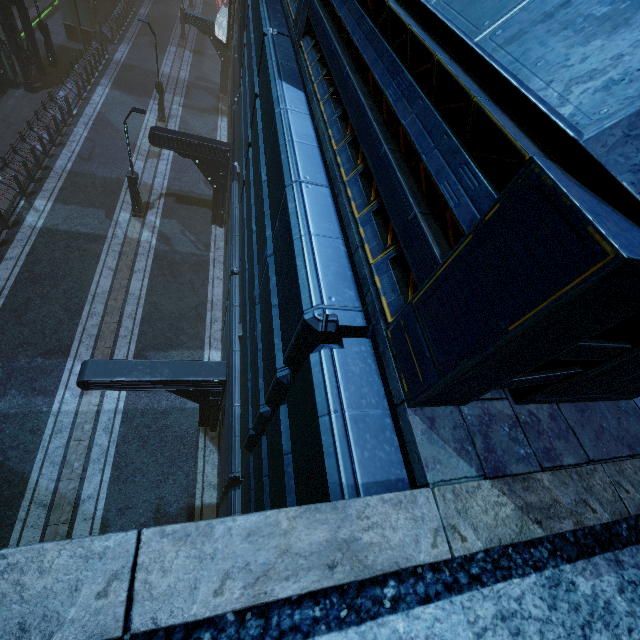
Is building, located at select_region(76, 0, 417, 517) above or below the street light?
above

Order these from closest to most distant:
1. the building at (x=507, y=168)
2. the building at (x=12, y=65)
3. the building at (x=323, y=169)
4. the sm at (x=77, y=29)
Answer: the building at (x=507, y=168)
the building at (x=323, y=169)
the building at (x=12, y=65)
the sm at (x=77, y=29)

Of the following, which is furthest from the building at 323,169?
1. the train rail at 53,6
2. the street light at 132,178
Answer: the street light at 132,178

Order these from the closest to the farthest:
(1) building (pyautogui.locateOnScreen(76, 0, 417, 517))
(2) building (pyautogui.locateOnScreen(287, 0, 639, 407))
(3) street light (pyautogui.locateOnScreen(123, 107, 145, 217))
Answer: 1. (2) building (pyautogui.locateOnScreen(287, 0, 639, 407))
2. (1) building (pyautogui.locateOnScreen(76, 0, 417, 517))
3. (3) street light (pyautogui.locateOnScreen(123, 107, 145, 217))

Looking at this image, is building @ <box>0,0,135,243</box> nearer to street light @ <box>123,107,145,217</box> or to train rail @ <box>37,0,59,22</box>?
train rail @ <box>37,0,59,22</box>

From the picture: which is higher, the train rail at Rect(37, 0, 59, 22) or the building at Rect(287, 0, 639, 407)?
the building at Rect(287, 0, 639, 407)

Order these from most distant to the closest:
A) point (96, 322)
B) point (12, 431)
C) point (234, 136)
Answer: point (234, 136) → point (96, 322) → point (12, 431)

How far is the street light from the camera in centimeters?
1389cm
